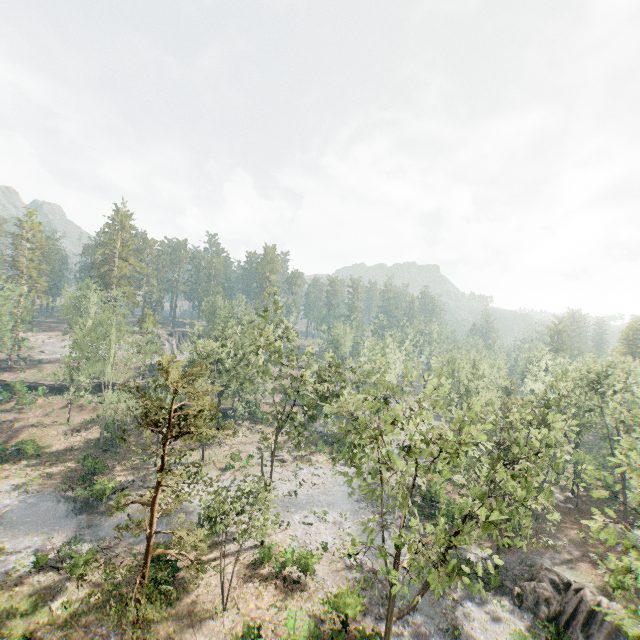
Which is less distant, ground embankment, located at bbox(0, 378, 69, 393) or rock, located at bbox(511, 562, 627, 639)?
rock, located at bbox(511, 562, 627, 639)

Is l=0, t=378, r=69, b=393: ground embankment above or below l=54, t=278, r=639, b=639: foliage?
below

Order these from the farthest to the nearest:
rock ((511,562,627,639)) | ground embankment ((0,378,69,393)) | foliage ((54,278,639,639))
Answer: ground embankment ((0,378,69,393))
rock ((511,562,627,639))
foliage ((54,278,639,639))

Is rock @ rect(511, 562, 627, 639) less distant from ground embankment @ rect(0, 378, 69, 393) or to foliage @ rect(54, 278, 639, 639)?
foliage @ rect(54, 278, 639, 639)

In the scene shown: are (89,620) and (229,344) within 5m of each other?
no

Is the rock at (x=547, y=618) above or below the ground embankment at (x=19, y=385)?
below

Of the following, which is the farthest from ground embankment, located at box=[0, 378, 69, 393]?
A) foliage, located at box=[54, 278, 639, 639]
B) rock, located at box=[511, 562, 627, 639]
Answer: rock, located at box=[511, 562, 627, 639]

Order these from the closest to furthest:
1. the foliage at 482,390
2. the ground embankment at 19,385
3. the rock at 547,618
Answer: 1. the foliage at 482,390
2. the rock at 547,618
3. the ground embankment at 19,385
